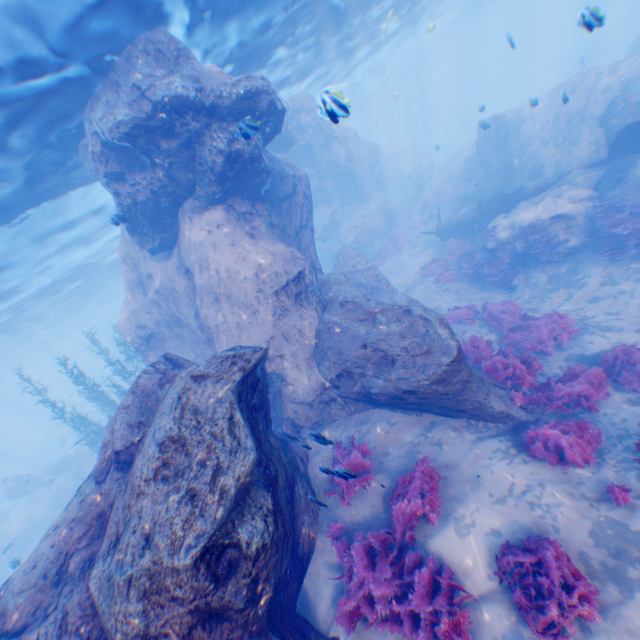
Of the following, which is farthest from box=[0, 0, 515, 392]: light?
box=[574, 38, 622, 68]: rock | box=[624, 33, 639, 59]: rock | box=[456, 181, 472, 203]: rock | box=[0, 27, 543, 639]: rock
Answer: box=[574, 38, 622, 68]: rock

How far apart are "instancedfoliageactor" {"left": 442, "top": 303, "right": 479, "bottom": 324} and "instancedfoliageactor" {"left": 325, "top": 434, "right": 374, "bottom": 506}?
7.66m

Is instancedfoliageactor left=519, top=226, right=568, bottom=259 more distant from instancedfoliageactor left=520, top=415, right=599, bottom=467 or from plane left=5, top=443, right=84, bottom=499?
plane left=5, top=443, right=84, bottom=499

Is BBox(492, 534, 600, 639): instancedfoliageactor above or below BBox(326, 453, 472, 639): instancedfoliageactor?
below

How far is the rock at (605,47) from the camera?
32.97m

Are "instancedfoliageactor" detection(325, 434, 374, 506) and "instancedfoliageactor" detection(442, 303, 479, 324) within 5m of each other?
no

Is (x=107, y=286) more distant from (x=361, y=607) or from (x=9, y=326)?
(x=361, y=607)

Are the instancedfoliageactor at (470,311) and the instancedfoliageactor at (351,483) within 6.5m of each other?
no
